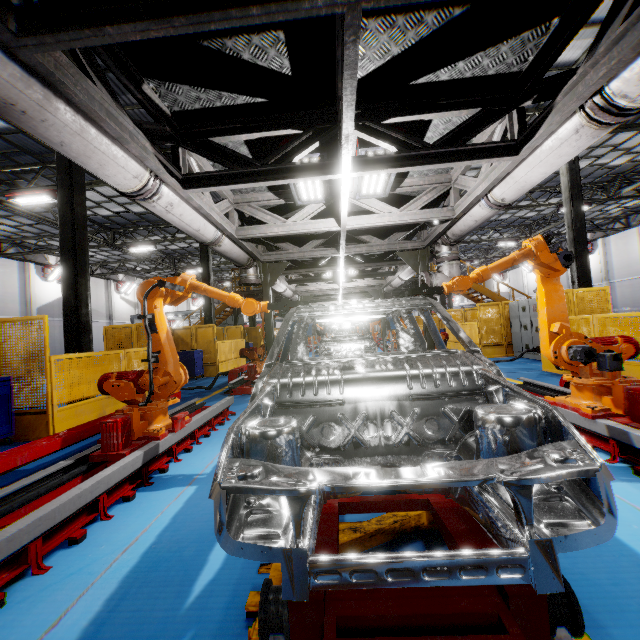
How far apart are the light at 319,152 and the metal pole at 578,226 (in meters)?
10.62

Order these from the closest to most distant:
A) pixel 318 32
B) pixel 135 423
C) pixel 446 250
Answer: pixel 318 32, pixel 135 423, pixel 446 250

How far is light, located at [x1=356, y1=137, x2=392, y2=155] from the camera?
4.0 meters

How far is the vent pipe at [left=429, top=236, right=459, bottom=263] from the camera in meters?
7.0 m

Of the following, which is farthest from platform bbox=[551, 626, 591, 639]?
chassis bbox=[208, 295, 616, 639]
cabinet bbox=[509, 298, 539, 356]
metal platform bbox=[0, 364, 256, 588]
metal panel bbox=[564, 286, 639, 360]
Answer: cabinet bbox=[509, 298, 539, 356]

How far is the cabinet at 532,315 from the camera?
11.4m

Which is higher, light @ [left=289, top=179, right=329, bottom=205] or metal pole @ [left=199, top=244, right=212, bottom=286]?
metal pole @ [left=199, top=244, right=212, bottom=286]
